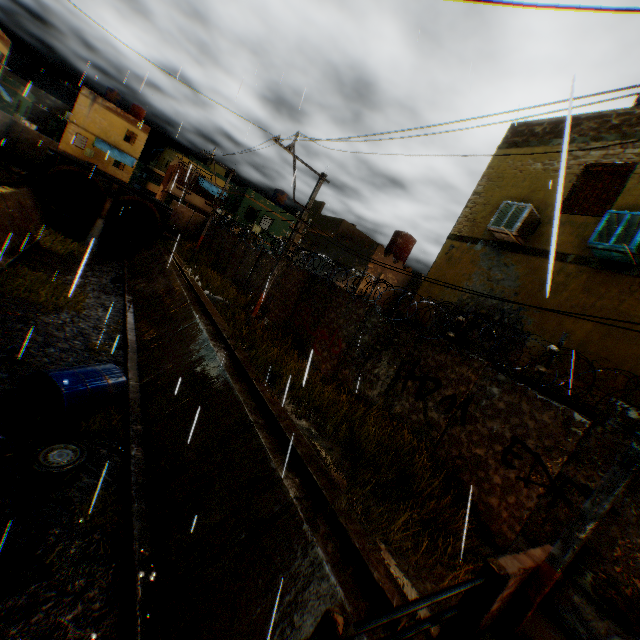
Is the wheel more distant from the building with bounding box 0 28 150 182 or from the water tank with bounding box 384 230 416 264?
the water tank with bounding box 384 230 416 264

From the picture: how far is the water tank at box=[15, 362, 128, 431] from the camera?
7.5 meters

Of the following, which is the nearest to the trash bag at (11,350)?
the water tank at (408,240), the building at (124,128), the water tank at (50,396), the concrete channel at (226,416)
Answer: the concrete channel at (226,416)

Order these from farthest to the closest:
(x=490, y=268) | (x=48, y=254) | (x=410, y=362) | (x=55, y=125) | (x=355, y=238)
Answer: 1. (x=55, y=125)
2. (x=355, y=238)
3. (x=48, y=254)
4. (x=490, y=268)
5. (x=410, y=362)

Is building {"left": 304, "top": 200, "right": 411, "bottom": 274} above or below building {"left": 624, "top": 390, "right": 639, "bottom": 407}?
above

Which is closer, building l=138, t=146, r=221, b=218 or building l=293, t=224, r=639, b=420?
building l=293, t=224, r=639, b=420

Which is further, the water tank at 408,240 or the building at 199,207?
the building at 199,207

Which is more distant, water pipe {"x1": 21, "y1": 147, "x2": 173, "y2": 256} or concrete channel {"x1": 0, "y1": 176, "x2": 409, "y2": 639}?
water pipe {"x1": 21, "y1": 147, "x2": 173, "y2": 256}
